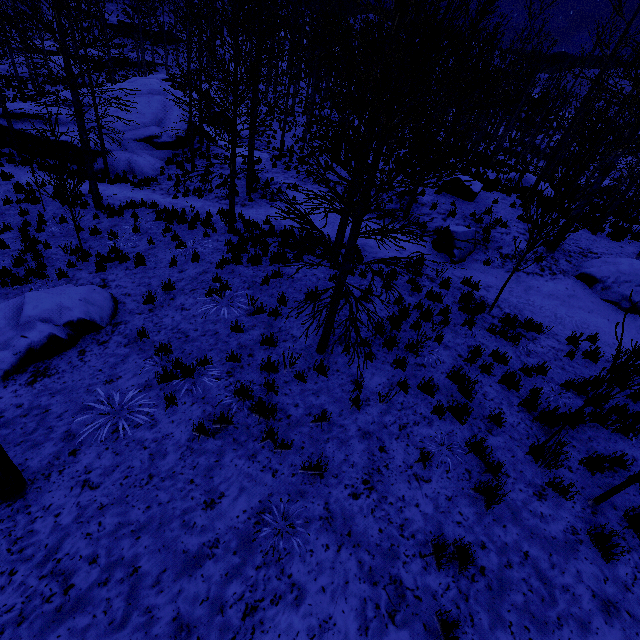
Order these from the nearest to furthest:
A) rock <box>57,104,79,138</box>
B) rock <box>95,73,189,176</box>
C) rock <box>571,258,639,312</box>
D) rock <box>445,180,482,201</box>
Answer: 1. rock <box>571,258,639,312</box>
2. rock <box>445,180,482,201</box>
3. rock <box>95,73,189,176</box>
4. rock <box>57,104,79,138</box>

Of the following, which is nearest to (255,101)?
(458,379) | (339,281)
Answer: (339,281)

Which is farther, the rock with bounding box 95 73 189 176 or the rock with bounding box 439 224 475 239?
the rock with bounding box 95 73 189 176

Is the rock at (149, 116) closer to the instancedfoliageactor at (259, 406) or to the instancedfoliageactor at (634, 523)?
the instancedfoliageactor at (259, 406)

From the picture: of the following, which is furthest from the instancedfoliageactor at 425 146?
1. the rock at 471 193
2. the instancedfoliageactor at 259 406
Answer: the instancedfoliageactor at 259 406

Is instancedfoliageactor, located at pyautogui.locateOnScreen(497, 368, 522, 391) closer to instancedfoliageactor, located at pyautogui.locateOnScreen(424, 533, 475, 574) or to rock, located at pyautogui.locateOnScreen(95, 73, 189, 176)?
instancedfoliageactor, located at pyautogui.locateOnScreen(424, 533, 475, 574)

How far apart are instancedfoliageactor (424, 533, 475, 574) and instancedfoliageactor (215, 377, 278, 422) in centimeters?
313cm

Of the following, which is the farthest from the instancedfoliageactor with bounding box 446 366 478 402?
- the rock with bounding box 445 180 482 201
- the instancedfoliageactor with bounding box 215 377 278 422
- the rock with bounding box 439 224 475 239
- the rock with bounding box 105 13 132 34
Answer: the rock with bounding box 105 13 132 34
